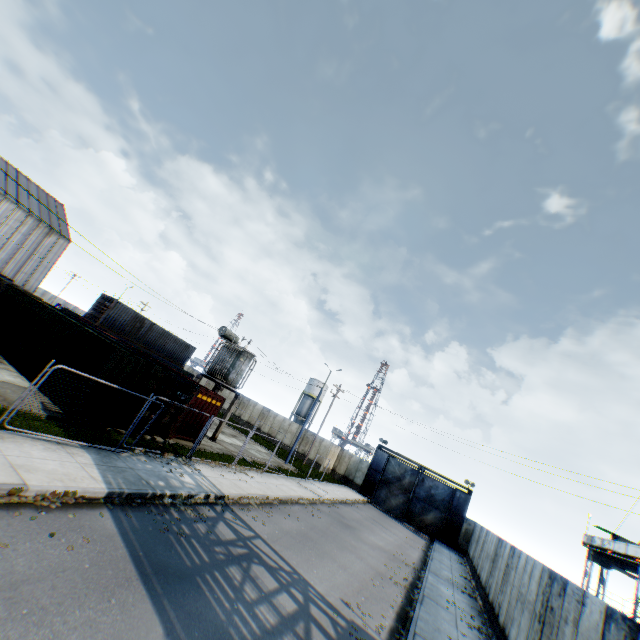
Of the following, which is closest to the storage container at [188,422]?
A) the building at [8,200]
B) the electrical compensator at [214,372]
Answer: the electrical compensator at [214,372]

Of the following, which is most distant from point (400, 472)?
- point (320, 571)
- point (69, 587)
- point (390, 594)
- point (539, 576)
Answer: point (69, 587)

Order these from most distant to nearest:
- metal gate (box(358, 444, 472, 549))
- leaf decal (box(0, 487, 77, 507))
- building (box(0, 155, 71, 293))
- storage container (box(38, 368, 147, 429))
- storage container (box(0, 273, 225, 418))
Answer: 1. building (box(0, 155, 71, 293))
2. metal gate (box(358, 444, 472, 549))
3. storage container (box(0, 273, 225, 418))
4. storage container (box(38, 368, 147, 429))
5. leaf decal (box(0, 487, 77, 507))

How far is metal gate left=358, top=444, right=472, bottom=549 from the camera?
34.1 meters

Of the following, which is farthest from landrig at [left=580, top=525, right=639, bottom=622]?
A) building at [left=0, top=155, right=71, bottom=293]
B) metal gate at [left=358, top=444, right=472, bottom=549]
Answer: building at [left=0, top=155, right=71, bottom=293]

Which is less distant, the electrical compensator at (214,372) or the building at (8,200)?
the electrical compensator at (214,372)

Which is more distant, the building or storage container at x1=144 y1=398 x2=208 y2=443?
the building

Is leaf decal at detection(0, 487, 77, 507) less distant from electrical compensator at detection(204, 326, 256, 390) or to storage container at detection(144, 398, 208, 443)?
storage container at detection(144, 398, 208, 443)
